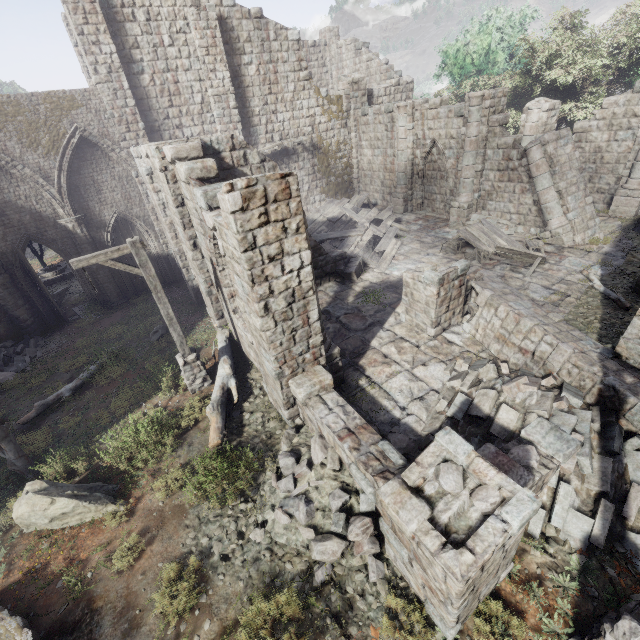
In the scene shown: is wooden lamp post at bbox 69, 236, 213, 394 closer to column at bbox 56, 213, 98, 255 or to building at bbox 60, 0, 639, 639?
building at bbox 60, 0, 639, 639

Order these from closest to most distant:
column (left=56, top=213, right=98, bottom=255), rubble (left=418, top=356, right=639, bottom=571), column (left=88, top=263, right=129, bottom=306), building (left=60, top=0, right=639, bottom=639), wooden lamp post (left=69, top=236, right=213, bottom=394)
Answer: building (left=60, top=0, right=639, bottom=639)
rubble (left=418, top=356, right=639, bottom=571)
wooden lamp post (left=69, top=236, right=213, bottom=394)
column (left=56, top=213, right=98, bottom=255)
column (left=88, top=263, right=129, bottom=306)

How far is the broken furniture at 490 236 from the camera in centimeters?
1262cm

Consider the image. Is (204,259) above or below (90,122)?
below

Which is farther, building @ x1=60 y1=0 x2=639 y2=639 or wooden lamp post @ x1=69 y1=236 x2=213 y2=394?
wooden lamp post @ x1=69 y1=236 x2=213 y2=394

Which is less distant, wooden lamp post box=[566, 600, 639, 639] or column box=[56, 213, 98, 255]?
wooden lamp post box=[566, 600, 639, 639]

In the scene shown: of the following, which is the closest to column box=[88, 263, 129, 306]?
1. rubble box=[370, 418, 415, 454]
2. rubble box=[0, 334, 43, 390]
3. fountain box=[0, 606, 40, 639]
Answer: rubble box=[0, 334, 43, 390]

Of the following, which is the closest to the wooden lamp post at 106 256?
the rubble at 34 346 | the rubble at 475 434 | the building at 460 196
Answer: the building at 460 196
